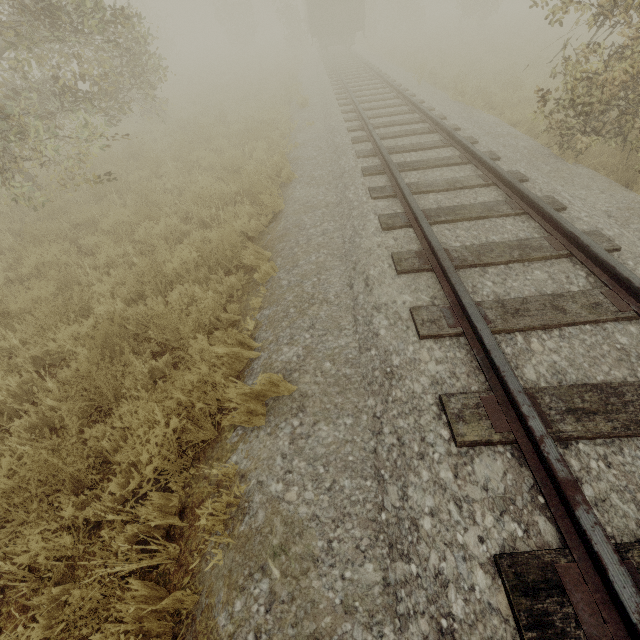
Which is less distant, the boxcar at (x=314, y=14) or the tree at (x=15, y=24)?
the tree at (x=15, y=24)

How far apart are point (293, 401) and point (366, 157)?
5.81m

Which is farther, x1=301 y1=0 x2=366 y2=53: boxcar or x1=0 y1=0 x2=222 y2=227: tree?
x1=301 y1=0 x2=366 y2=53: boxcar
